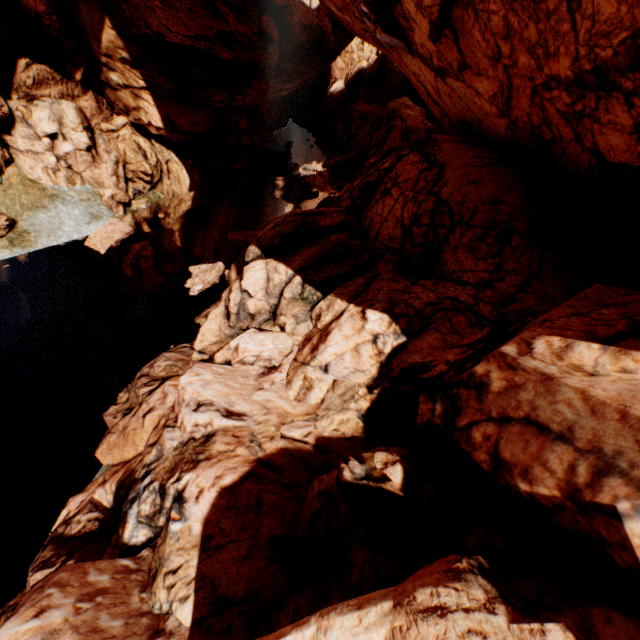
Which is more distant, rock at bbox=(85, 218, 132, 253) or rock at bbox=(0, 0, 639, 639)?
rock at bbox=(85, 218, 132, 253)

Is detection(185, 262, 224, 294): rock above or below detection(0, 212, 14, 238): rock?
below

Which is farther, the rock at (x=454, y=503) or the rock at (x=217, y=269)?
the rock at (x=217, y=269)

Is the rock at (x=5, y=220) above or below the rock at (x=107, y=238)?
above

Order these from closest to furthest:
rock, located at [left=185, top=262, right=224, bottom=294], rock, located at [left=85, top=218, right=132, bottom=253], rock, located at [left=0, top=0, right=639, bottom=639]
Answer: rock, located at [left=0, top=0, right=639, bottom=639]
rock, located at [left=185, top=262, right=224, bottom=294]
rock, located at [left=85, top=218, right=132, bottom=253]

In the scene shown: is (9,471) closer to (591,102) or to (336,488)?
(336,488)

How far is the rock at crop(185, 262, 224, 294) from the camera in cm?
1719
